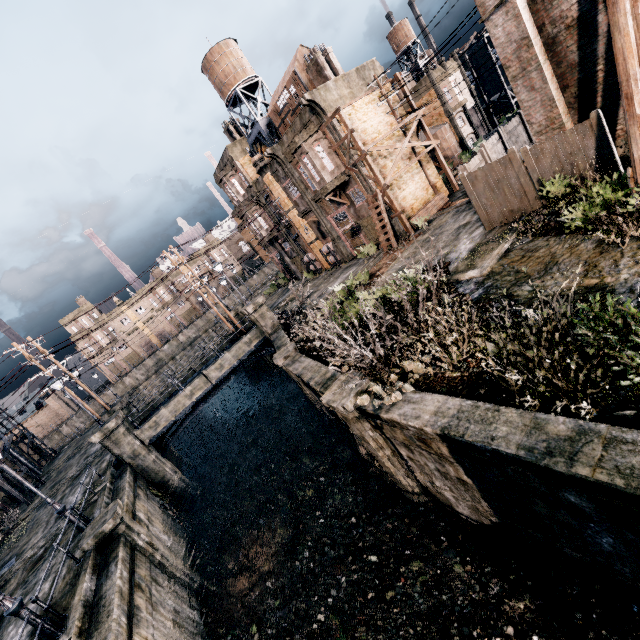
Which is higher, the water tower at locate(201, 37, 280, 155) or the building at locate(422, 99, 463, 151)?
the water tower at locate(201, 37, 280, 155)

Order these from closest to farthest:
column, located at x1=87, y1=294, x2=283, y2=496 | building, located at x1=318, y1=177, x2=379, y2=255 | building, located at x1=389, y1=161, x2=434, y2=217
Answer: column, located at x1=87, y1=294, x2=283, y2=496 → building, located at x1=389, y1=161, x2=434, y2=217 → building, located at x1=318, y1=177, x2=379, y2=255

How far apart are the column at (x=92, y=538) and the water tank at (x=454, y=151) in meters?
42.3

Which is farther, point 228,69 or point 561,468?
point 228,69

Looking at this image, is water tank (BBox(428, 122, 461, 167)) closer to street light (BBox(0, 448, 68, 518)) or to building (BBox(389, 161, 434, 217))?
building (BBox(389, 161, 434, 217))

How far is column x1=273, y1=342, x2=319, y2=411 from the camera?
17.9 meters

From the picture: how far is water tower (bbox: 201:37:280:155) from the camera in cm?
2927

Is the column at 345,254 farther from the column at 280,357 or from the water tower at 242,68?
the column at 280,357
